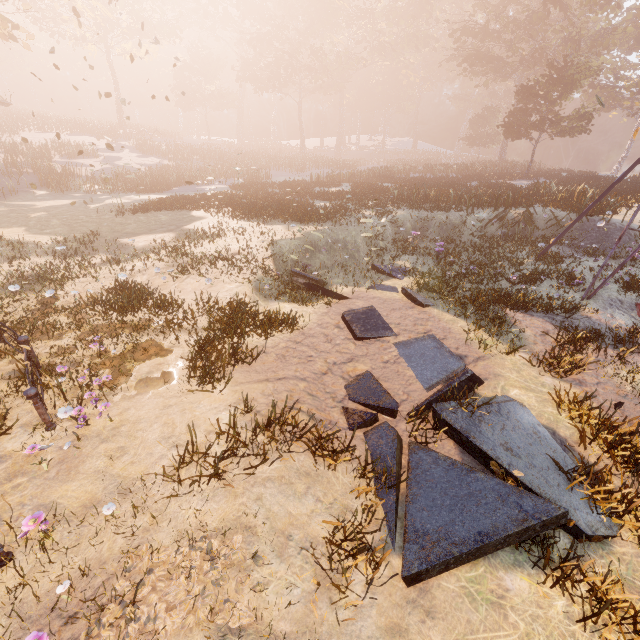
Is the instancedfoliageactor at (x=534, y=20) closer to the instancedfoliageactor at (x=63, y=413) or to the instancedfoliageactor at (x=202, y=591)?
the instancedfoliageactor at (x=63, y=413)

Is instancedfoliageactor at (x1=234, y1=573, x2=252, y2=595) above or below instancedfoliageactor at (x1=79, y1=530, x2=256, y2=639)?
above

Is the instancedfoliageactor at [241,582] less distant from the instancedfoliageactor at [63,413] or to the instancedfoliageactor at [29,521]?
the instancedfoliageactor at [29,521]

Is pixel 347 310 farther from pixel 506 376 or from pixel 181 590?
pixel 181 590

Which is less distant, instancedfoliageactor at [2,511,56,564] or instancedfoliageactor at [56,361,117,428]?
instancedfoliageactor at [2,511,56,564]

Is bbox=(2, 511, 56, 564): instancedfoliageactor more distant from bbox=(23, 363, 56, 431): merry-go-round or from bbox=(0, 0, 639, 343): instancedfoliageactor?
bbox=(0, 0, 639, 343): instancedfoliageactor

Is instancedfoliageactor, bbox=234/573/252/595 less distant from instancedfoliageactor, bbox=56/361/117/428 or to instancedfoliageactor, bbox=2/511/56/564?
instancedfoliageactor, bbox=2/511/56/564

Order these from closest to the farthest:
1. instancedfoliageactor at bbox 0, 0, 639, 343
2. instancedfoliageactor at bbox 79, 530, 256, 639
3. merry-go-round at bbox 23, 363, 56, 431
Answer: instancedfoliageactor at bbox 79, 530, 256, 639
merry-go-round at bbox 23, 363, 56, 431
instancedfoliageactor at bbox 0, 0, 639, 343
